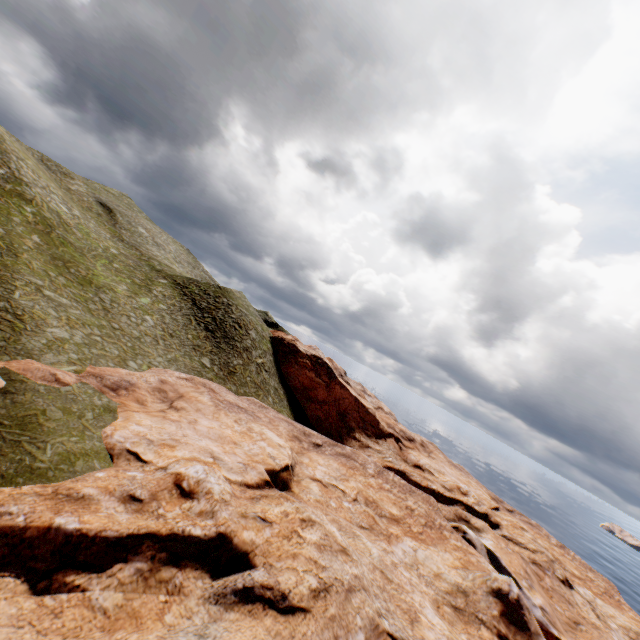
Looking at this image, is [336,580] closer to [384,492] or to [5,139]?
[384,492]
